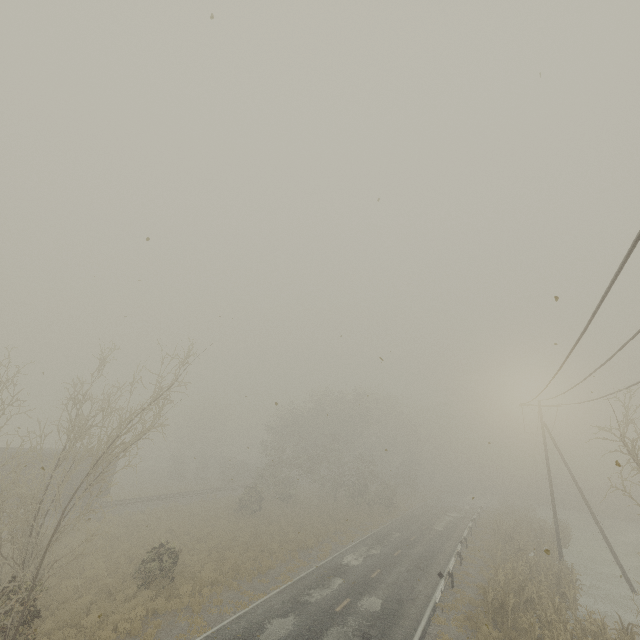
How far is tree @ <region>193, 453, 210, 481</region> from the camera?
50.1m

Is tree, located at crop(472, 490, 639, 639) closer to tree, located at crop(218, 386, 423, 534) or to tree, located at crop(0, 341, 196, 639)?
tree, located at crop(218, 386, 423, 534)

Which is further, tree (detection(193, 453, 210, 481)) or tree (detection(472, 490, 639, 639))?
tree (detection(193, 453, 210, 481))

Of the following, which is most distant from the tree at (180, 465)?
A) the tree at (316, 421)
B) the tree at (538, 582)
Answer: the tree at (538, 582)

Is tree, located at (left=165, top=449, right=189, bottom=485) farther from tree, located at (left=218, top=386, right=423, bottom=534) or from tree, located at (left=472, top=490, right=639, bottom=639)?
tree, located at (left=472, top=490, right=639, bottom=639)

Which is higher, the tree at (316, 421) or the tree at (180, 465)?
the tree at (316, 421)

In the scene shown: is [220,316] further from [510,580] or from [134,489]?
[134,489]
